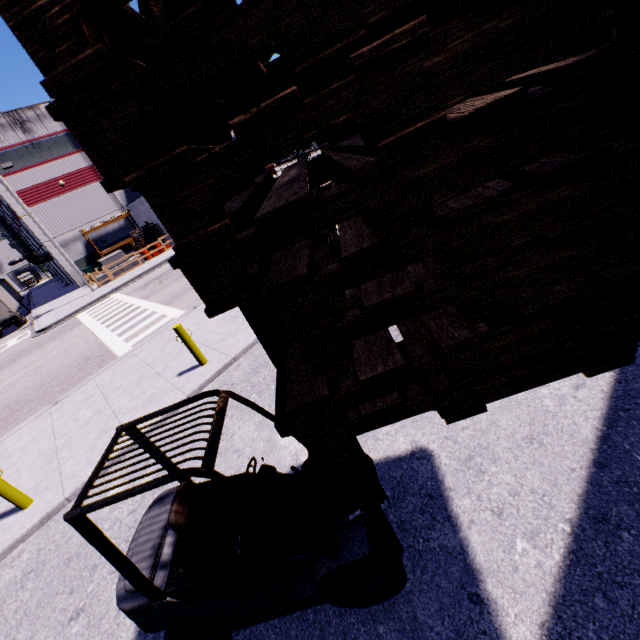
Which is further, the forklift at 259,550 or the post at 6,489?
the post at 6,489

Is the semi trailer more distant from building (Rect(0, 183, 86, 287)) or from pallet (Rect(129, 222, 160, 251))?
pallet (Rect(129, 222, 160, 251))

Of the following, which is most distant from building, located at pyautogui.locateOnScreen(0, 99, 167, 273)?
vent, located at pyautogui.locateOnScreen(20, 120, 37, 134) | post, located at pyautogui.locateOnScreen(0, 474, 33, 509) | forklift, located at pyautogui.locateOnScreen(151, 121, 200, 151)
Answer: post, located at pyautogui.locateOnScreen(0, 474, 33, 509)

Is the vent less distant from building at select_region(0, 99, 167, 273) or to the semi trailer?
building at select_region(0, 99, 167, 273)

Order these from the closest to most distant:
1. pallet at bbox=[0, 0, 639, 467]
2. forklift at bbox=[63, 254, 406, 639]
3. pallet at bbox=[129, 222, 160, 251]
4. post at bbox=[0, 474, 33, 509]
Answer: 1. pallet at bbox=[0, 0, 639, 467]
2. forklift at bbox=[63, 254, 406, 639]
3. post at bbox=[0, 474, 33, 509]
4. pallet at bbox=[129, 222, 160, 251]

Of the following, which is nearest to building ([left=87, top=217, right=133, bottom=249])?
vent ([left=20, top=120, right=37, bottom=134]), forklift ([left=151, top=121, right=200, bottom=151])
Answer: vent ([left=20, top=120, right=37, bottom=134])

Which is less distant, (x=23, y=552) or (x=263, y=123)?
(x=263, y=123)

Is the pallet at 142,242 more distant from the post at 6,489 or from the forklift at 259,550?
the post at 6,489
